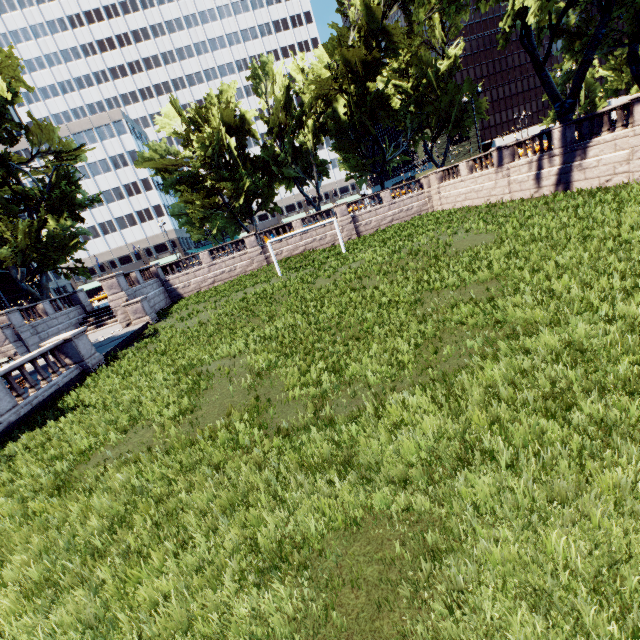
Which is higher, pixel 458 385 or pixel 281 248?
pixel 281 248

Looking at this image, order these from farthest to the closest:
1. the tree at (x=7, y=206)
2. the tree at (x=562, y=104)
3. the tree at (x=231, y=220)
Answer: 1. the tree at (x=231, y=220)
2. the tree at (x=7, y=206)
3. the tree at (x=562, y=104)

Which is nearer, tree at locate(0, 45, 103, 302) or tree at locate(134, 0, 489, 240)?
tree at locate(0, 45, 103, 302)

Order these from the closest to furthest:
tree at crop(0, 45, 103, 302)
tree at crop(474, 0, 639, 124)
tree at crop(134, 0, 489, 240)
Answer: tree at crop(474, 0, 639, 124), tree at crop(0, 45, 103, 302), tree at crop(134, 0, 489, 240)

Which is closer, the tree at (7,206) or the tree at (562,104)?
the tree at (562,104)
